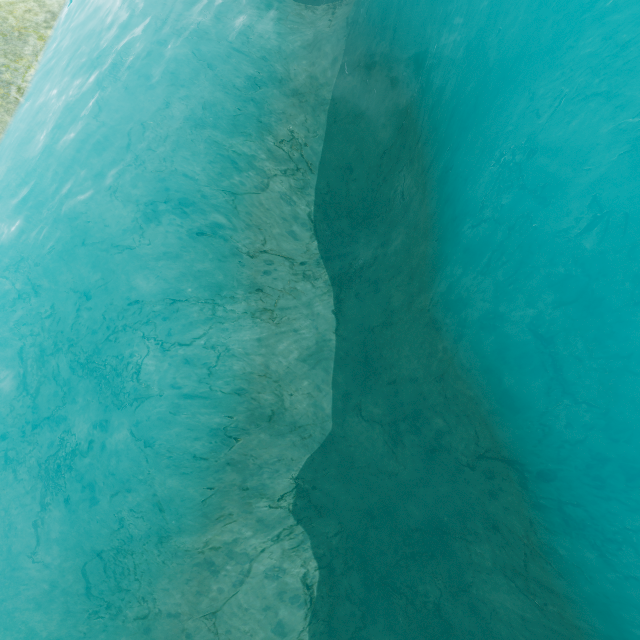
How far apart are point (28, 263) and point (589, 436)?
11.9m
